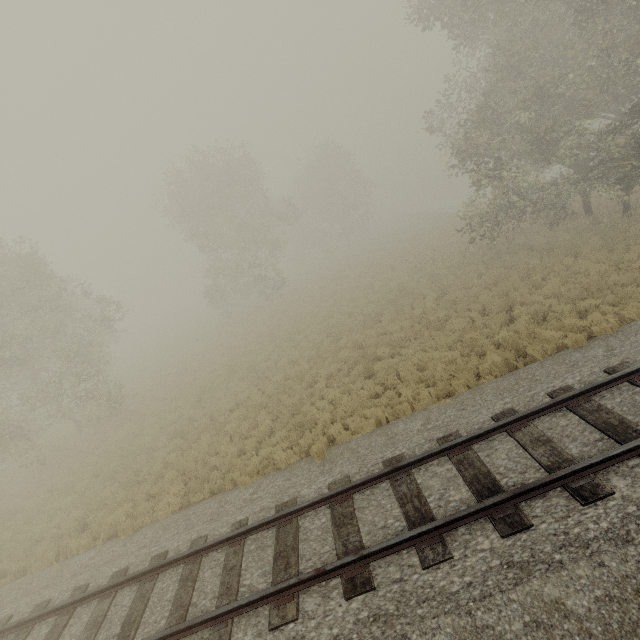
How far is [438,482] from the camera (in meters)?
6.57
